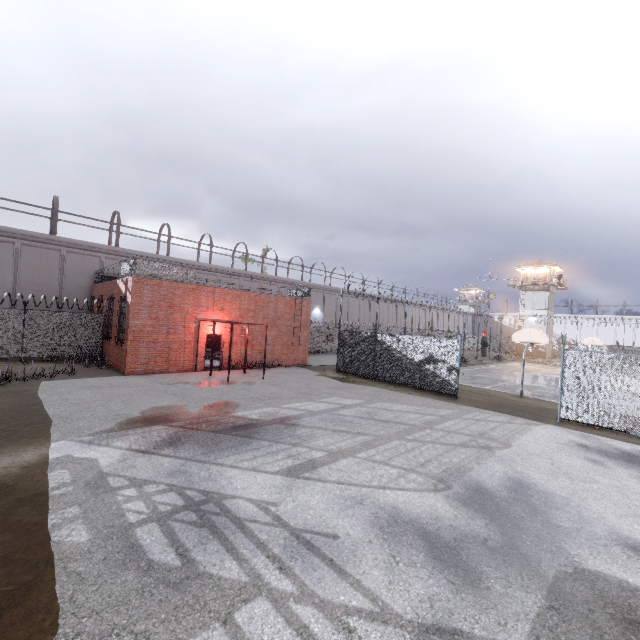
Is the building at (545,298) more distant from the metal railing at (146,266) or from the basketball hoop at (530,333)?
the metal railing at (146,266)

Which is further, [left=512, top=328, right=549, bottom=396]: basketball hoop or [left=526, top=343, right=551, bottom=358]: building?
[left=526, top=343, right=551, bottom=358]: building

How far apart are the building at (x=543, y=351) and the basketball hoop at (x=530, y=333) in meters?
39.6 m

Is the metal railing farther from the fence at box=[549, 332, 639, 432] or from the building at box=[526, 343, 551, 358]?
the building at box=[526, 343, 551, 358]

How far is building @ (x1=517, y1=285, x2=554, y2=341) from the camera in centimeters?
5078cm

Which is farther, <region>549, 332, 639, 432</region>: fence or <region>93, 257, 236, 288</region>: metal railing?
<region>93, 257, 236, 288</region>: metal railing

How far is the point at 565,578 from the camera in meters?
4.3 m
